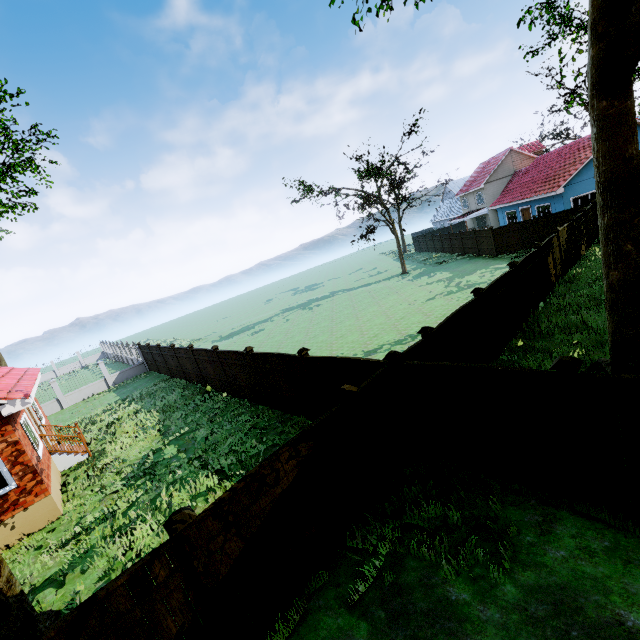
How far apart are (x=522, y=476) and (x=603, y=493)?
1.1 meters

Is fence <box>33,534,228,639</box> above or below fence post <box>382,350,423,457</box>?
below

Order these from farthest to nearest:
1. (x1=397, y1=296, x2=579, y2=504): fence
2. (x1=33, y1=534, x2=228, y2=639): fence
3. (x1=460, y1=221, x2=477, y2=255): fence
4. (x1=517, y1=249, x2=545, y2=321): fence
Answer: (x1=460, y1=221, x2=477, y2=255): fence → (x1=517, y1=249, x2=545, y2=321): fence → (x1=397, y1=296, x2=579, y2=504): fence → (x1=33, y1=534, x2=228, y2=639): fence

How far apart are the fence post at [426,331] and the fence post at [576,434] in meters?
2.9 m

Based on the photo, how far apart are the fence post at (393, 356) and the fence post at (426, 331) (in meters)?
1.09

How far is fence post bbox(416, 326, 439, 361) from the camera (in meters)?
7.56

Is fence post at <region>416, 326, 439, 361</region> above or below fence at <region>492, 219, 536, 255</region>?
above
